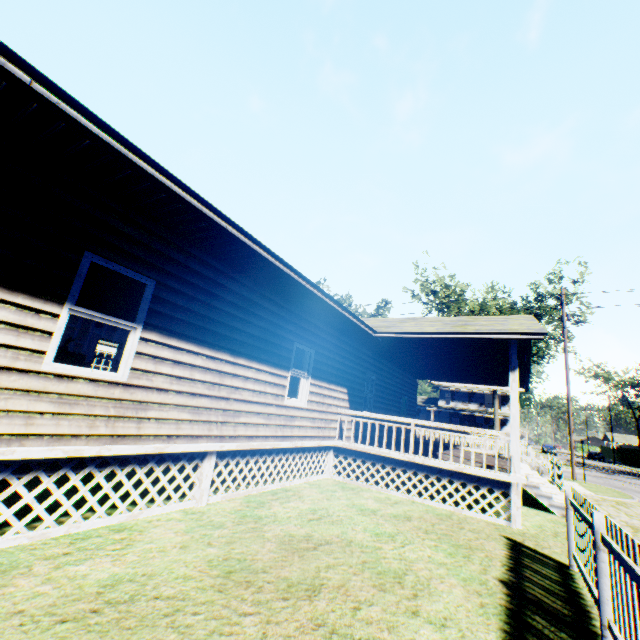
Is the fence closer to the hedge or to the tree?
the tree

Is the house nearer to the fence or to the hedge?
the fence

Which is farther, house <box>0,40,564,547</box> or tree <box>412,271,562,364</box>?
tree <box>412,271,562,364</box>

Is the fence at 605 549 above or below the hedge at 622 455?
below

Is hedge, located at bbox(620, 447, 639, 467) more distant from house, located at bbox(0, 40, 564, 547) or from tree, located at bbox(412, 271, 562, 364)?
house, located at bbox(0, 40, 564, 547)

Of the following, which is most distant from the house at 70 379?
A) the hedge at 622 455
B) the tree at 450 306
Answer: the hedge at 622 455

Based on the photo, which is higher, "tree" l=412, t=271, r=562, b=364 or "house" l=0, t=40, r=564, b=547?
"tree" l=412, t=271, r=562, b=364

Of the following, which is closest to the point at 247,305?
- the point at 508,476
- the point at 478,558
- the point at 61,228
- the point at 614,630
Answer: the point at 61,228
